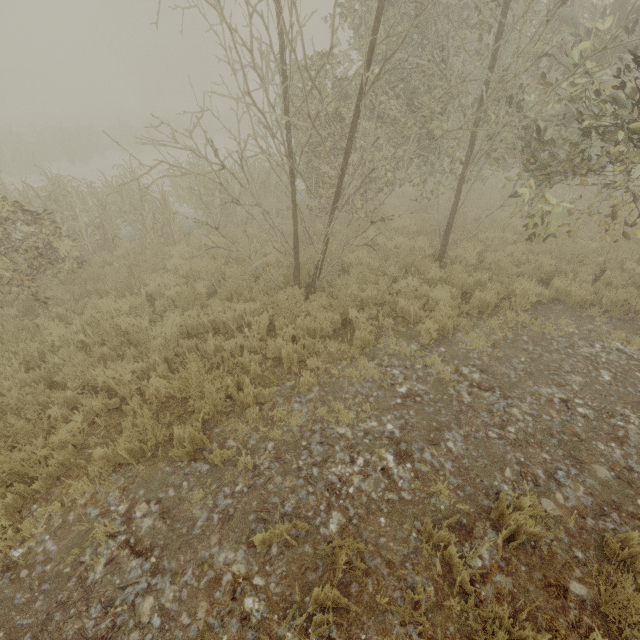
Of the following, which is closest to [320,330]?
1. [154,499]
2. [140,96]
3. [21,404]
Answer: [154,499]
